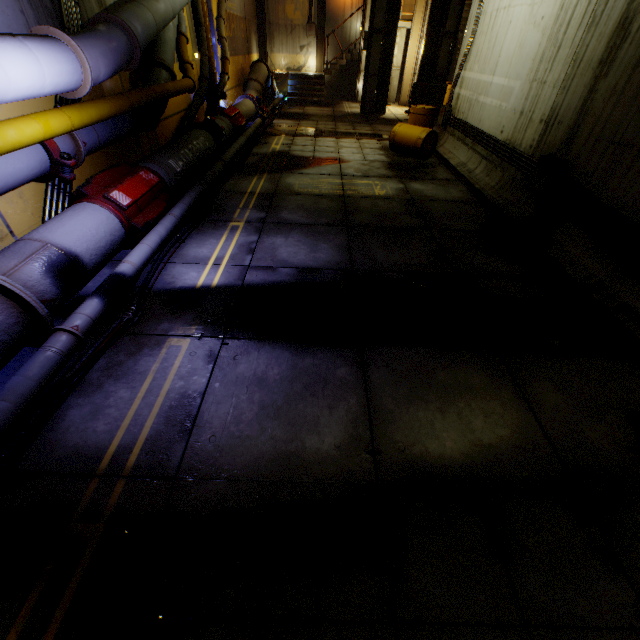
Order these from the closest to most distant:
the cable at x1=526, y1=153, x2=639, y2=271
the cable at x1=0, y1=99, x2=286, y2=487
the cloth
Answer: the cable at x1=0, y1=99, x2=286, y2=487
the cable at x1=526, y1=153, x2=639, y2=271
the cloth

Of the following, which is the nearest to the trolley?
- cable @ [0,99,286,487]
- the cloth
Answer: cable @ [0,99,286,487]

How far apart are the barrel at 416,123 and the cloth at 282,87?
10.2m

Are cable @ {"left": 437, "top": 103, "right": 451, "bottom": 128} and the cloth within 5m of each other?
no

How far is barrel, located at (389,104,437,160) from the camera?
9.1 meters

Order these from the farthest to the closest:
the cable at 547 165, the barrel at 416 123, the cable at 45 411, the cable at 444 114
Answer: the cable at 444 114 < the barrel at 416 123 < the cable at 547 165 < the cable at 45 411

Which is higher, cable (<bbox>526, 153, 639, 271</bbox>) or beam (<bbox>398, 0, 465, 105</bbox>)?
beam (<bbox>398, 0, 465, 105</bbox>)

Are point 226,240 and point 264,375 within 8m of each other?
yes
